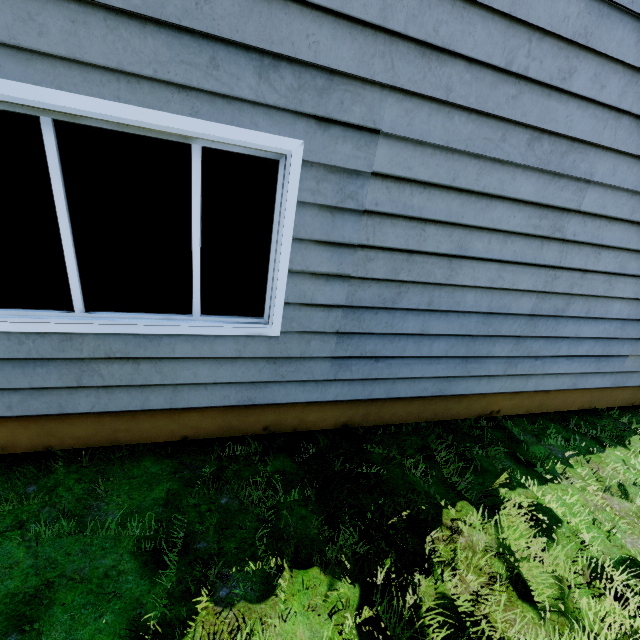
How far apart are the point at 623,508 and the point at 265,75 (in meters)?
4.69
